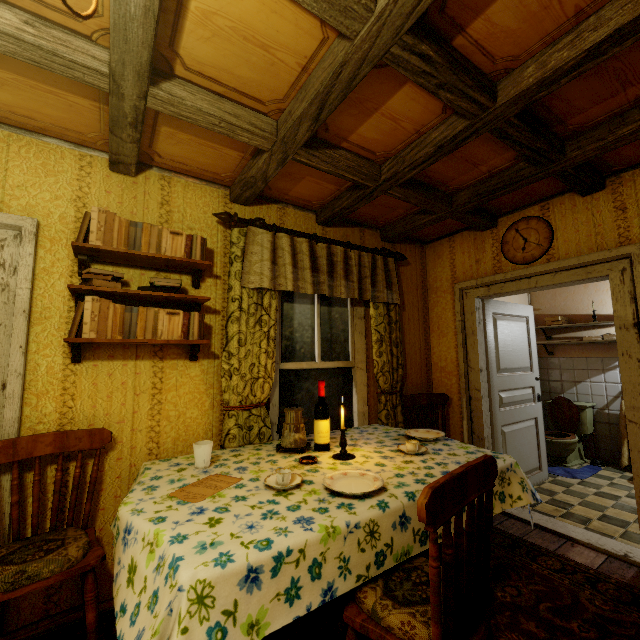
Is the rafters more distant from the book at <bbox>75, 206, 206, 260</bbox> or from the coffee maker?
the coffee maker

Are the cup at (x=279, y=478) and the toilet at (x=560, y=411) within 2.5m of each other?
no

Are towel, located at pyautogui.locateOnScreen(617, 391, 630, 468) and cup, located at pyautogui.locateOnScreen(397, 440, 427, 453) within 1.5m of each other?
no

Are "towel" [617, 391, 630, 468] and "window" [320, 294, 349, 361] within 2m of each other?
no

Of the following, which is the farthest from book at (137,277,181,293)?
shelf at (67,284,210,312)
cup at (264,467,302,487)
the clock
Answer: the clock

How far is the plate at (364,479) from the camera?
1.5 meters

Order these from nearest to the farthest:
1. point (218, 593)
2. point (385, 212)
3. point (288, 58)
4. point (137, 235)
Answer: point (218, 593) → point (288, 58) → point (137, 235) → point (385, 212)

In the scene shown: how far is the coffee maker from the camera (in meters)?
2.16
